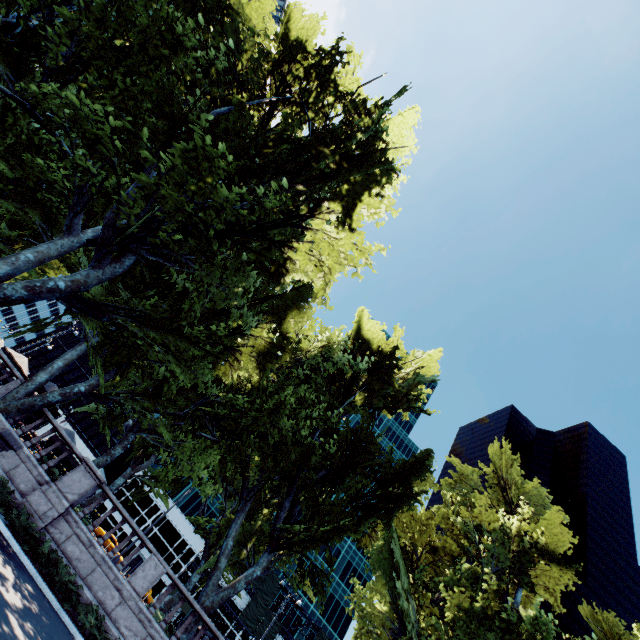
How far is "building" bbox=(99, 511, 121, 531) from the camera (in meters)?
53.88

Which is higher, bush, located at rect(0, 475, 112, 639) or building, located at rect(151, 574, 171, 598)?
building, located at rect(151, 574, 171, 598)

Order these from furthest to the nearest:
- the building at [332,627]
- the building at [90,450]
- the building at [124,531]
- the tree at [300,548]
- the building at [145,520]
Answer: the building at [332,627] < the building at [90,450] < the building at [145,520] < the building at [124,531] < the tree at [300,548]

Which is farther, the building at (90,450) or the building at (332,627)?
the building at (332,627)

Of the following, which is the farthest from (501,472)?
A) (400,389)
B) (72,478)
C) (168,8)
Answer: (168,8)

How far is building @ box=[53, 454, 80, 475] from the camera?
54.7m
